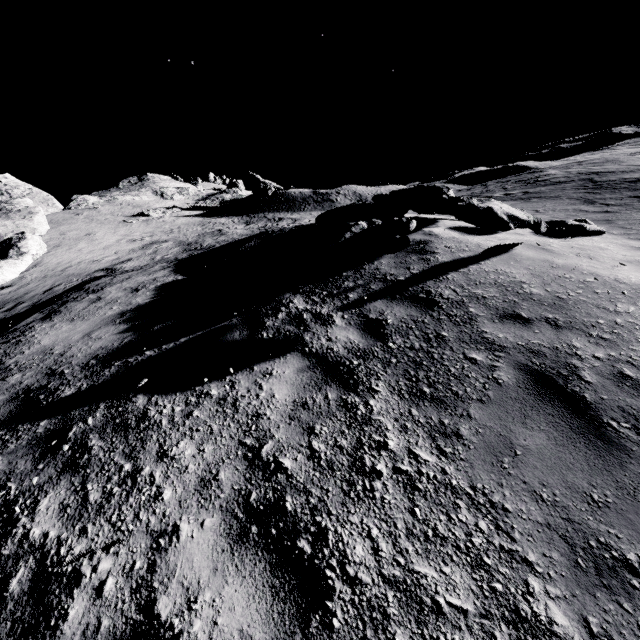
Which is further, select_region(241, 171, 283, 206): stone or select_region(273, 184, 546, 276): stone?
select_region(241, 171, 283, 206): stone

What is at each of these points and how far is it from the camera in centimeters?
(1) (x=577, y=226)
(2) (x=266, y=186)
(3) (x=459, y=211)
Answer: (1) stone, 732cm
(2) stone, 4034cm
(3) stone, 514cm

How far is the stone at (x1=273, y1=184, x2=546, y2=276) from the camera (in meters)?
5.07

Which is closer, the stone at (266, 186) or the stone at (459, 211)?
the stone at (459, 211)

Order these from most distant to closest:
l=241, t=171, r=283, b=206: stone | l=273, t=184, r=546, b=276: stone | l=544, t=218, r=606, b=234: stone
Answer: l=241, t=171, r=283, b=206: stone
l=544, t=218, r=606, b=234: stone
l=273, t=184, r=546, b=276: stone

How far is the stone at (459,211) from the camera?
5.07m

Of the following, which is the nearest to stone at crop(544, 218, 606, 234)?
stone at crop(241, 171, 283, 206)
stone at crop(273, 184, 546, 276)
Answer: stone at crop(273, 184, 546, 276)
